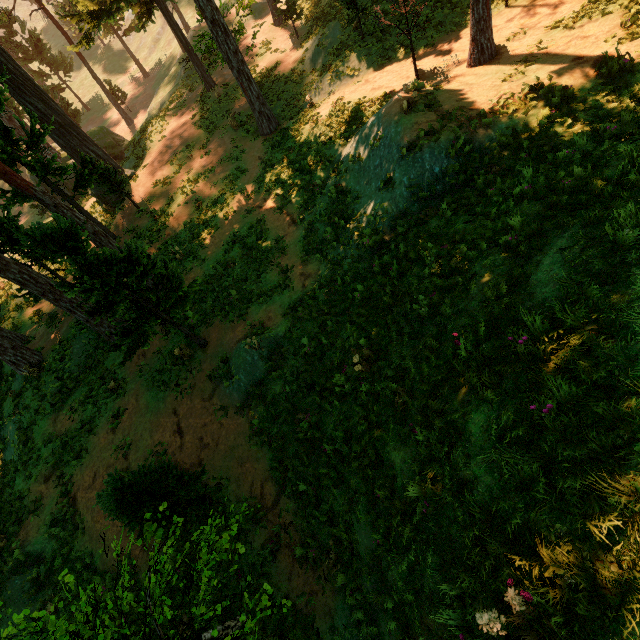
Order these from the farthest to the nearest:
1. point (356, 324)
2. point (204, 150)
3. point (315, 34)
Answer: point (204, 150)
point (315, 34)
point (356, 324)

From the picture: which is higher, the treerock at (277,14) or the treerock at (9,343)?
the treerock at (277,14)

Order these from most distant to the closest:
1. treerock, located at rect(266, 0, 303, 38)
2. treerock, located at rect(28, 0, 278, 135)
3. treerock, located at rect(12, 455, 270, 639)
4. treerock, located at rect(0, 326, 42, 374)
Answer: treerock, located at rect(266, 0, 303, 38) → treerock, located at rect(28, 0, 278, 135) → treerock, located at rect(0, 326, 42, 374) → treerock, located at rect(12, 455, 270, 639)

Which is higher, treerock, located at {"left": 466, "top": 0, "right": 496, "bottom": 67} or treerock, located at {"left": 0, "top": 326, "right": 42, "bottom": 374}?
treerock, located at {"left": 466, "top": 0, "right": 496, "bottom": 67}

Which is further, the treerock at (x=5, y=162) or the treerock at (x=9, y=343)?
the treerock at (x=9, y=343)

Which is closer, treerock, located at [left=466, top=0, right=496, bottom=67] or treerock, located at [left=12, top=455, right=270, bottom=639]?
treerock, located at [left=12, top=455, right=270, bottom=639]
